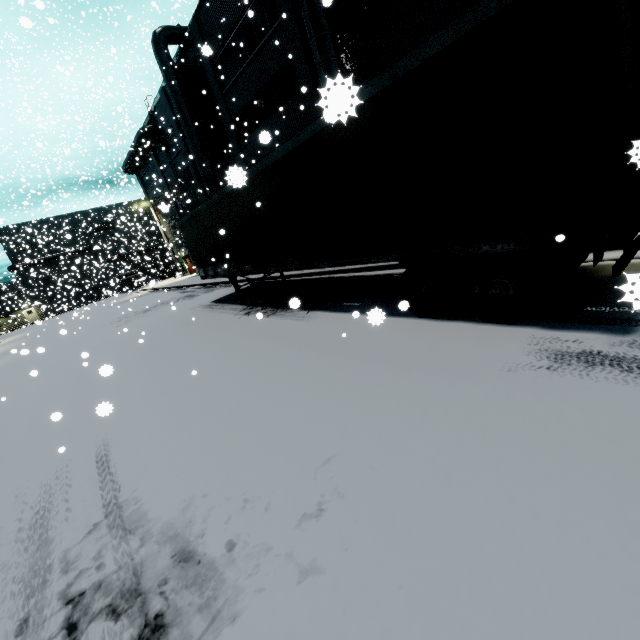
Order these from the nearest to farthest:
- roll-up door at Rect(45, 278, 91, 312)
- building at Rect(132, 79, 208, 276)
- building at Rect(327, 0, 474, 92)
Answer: building at Rect(327, 0, 474, 92) < building at Rect(132, 79, 208, 276) < roll-up door at Rect(45, 278, 91, 312)

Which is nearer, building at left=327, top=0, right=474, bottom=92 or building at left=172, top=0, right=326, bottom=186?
building at left=327, top=0, right=474, bottom=92

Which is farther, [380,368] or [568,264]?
[568,264]

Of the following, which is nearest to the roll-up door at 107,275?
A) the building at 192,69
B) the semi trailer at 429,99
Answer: the building at 192,69

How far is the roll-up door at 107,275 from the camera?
30.7m

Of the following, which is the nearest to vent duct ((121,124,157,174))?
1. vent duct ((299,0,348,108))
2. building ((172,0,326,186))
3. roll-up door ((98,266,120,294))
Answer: building ((172,0,326,186))

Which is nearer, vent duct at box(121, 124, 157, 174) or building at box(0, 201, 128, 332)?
vent duct at box(121, 124, 157, 174)

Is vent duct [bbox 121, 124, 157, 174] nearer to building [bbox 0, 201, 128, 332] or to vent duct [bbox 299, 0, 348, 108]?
building [bbox 0, 201, 128, 332]
